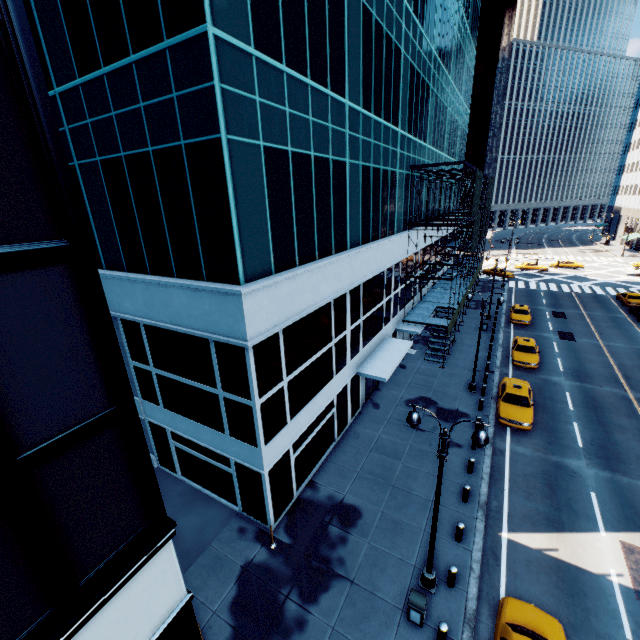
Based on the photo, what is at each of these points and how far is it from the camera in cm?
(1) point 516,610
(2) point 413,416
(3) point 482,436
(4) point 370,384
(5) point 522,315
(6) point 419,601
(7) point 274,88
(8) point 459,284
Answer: (1) vehicle, 1030
(2) light, 977
(3) light, 884
(4) door, 2327
(5) vehicle, 3538
(6) garbage can, 1049
(7) building, 1032
(8) scaffolding, 2944

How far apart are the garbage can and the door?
12.01m

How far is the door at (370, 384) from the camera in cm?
2228

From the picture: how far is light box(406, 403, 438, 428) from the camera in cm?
964

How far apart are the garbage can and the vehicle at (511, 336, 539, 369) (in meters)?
20.56

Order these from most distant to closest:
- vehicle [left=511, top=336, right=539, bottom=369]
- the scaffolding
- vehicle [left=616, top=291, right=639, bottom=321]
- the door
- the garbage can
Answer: vehicle [left=616, top=291, right=639, bottom=321] < vehicle [left=511, top=336, right=539, bottom=369] < the scaffolding < the door < the garbage can

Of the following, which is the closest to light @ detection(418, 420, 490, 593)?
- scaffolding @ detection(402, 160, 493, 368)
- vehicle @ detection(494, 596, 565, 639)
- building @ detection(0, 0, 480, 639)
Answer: vehicle @ detection(494, 596, 565, 639)

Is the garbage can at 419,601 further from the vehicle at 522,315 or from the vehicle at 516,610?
the vehicle at 522,315
